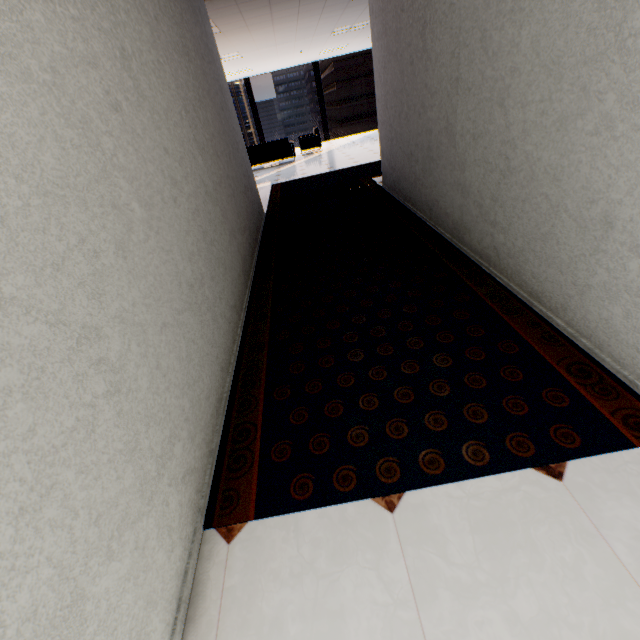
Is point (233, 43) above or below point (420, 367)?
above

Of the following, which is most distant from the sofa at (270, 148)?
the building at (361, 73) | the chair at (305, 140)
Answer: the building at (361, 73)

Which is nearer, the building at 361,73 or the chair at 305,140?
the chair at 305,140

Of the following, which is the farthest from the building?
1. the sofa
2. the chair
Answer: the sofa

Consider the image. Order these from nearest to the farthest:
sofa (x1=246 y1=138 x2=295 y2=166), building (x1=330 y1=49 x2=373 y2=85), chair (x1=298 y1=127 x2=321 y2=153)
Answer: sofa (x1=246 y1=138 x2=295 y2=166) < chair (x1=298 y1=127 x2=321 y2=153) < building (x1=330 y1=49 x2=373 y2=85)

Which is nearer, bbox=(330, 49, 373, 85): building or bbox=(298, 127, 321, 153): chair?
bbox=(298, 127, 321, 153): chair

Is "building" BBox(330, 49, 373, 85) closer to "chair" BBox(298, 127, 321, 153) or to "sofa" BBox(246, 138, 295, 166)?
"chair" BBox(298, 127, 321, 153)
